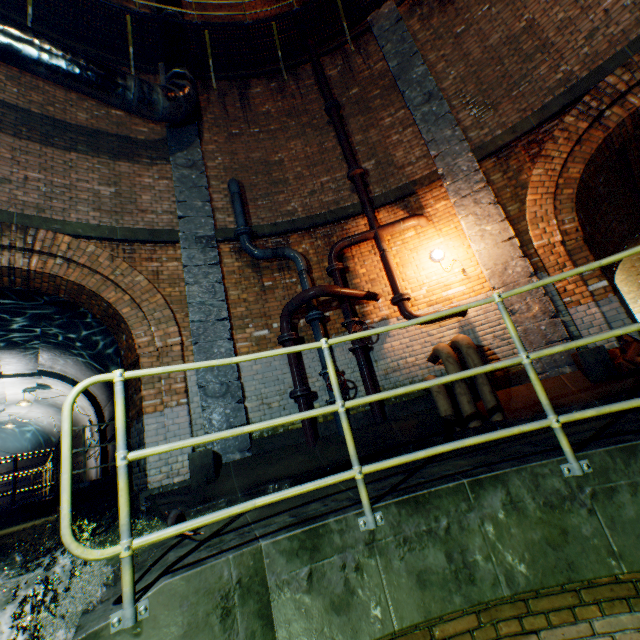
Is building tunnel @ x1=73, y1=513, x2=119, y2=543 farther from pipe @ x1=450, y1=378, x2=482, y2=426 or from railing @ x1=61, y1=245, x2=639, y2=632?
pipe @ x1=450, y1=378, x2=482, y2=426

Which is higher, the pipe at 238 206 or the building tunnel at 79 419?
the pipe at 238 206

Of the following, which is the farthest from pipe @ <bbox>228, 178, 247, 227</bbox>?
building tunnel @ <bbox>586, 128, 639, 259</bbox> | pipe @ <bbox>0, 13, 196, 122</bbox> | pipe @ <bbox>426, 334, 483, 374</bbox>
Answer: pipe @ <bbox>0, 13, 196, 122</bbox>

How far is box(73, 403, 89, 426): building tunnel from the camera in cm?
1334

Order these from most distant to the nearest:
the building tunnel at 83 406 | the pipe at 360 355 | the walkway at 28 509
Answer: the building tunnel at 83 406 → the walkway at 28 509 → the pipe at 360 355

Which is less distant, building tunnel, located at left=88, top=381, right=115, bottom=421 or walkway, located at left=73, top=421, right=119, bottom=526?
walkway, located at left=73, top=421, right=119, bottom=526

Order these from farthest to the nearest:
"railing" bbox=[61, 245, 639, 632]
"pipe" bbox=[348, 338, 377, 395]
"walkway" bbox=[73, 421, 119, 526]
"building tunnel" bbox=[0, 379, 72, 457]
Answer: "building tunnel" bbox=[0, 379, 72, 457]
"walkway" bbox=[73, 421, 119, 526]
"pipe" bbox=[348, 338, 377, 395]
"railing" bbox=[61, 245, 639, 632]

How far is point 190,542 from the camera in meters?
2.5 m
